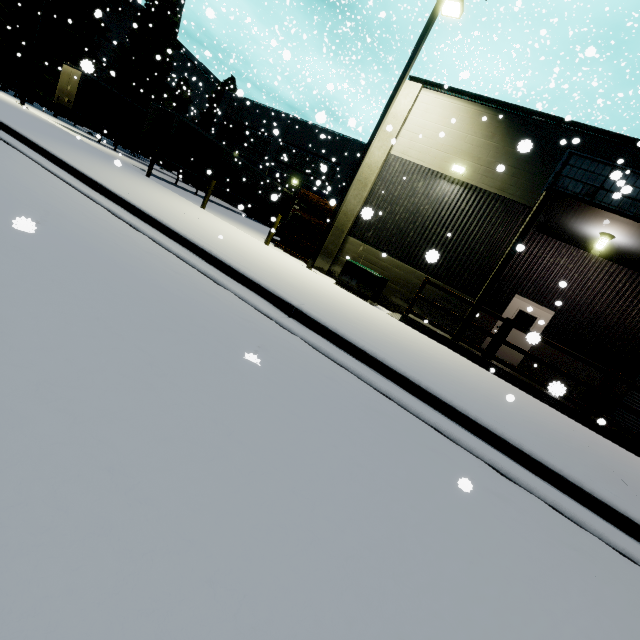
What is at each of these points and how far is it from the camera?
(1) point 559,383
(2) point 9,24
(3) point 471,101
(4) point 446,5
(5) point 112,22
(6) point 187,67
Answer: (1) building, 2.56m
(2) tree, 27.53m
(3) building, 11.37m
(4) light, 10.59m
(5) building, 38.31m
(6) building, 47.62m

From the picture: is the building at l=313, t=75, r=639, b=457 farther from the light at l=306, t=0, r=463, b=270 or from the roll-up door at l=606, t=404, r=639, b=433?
the light at l=306, t=0, r=463, b=270

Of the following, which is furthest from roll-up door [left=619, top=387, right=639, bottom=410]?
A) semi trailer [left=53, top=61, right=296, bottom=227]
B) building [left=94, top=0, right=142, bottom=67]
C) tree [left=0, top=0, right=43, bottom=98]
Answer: tree [left=0, top=0, right=43, bottom=98]

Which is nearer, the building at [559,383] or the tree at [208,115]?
the building at [559,383]

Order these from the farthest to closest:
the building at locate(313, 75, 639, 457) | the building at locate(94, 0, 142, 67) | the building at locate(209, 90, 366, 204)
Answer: the building at locate(94, 0, 142, 67) < the building at locate(209, 90, 366, 204) < the building at locate(313, 75, 639, 457)

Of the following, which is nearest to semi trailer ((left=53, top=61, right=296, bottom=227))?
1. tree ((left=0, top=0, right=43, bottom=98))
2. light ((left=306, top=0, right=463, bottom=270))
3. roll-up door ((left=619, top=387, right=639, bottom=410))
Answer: tree ((left=0, top=0, right=43, bottom=98))

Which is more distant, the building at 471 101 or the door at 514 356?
the door at 514 356

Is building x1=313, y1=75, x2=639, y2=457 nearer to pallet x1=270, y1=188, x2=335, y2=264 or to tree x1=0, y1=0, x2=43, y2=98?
pallet x1=270, y1=188, x2=335, y2=264
